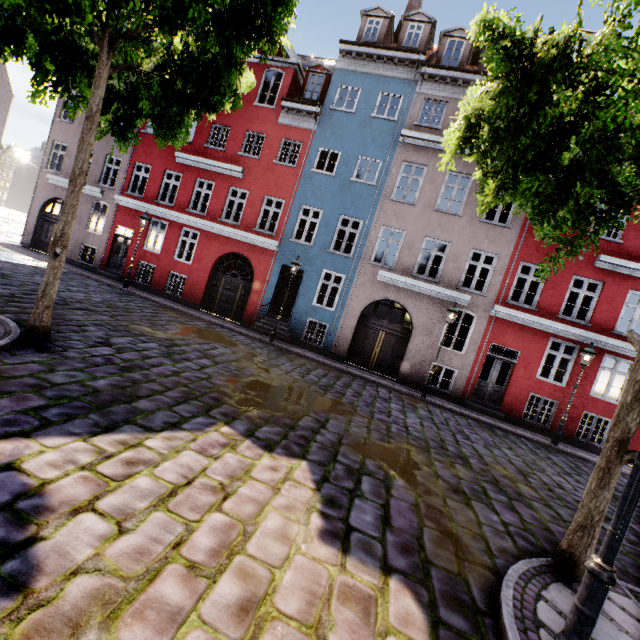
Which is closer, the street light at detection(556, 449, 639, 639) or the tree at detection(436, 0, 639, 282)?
the street light at detection(556, 449, 639, 639)

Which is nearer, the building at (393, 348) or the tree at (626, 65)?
the tree at (626, 65)

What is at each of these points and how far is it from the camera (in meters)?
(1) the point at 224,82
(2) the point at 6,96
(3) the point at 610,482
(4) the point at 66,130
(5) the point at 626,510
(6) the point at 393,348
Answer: (1) tree, 6.83
(2) building, 40.53
(3) tree, 3.97
(4) building, 18.66
(5) street light, 2.34
(6) building, 14.70

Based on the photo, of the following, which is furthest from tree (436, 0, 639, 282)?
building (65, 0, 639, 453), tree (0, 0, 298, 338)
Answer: tree (0, 0, 298, 338)

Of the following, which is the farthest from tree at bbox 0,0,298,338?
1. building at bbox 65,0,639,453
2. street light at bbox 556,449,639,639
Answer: street light at bbox 556,449,639,639

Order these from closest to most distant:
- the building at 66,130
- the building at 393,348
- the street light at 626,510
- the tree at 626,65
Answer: the street light at 626,510 → the tree at 626,65 → the building at 393,348 → the building at 66,130

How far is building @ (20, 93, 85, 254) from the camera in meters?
18.5

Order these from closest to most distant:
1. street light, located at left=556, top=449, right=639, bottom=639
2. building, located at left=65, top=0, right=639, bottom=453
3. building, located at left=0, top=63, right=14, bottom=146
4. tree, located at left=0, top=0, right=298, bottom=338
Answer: street light, located at left=556, top=449, right=639, bottom=639
tree, located at left=0, top=0, right=298, bottom=338
building, located at left=65, top=0, right=639, bottom=453
building, located at left=0, top=63, right=14, bottom=146
